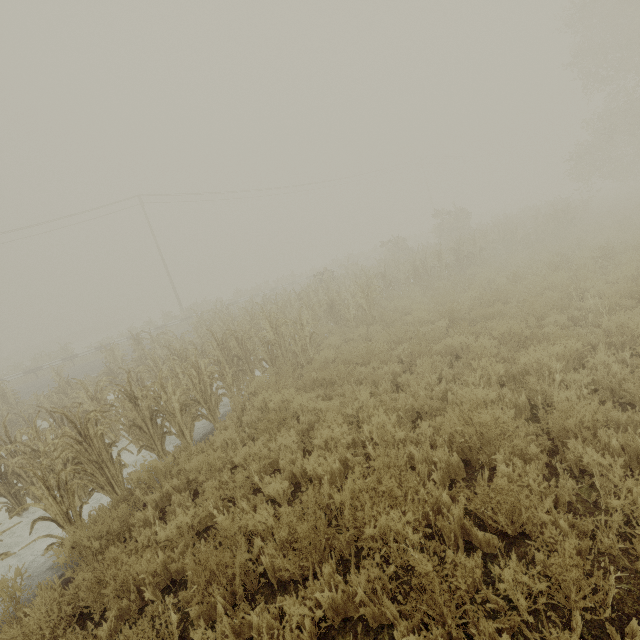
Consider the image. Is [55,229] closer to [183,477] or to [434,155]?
[183,477]
